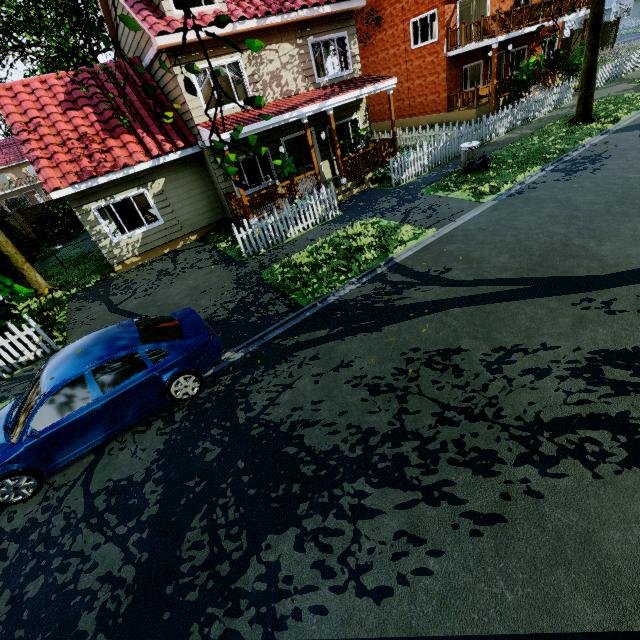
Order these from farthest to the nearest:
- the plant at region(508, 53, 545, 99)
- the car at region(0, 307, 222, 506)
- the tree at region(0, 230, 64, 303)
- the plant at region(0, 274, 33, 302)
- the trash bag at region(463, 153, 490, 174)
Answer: the plant at region(508, 53, 545, 99) → the trash bag at region(463, 153, 490, 174) → the tree at region(0, 230, 64, 303) → the plant at region(0, 274, 33, 302) → the car at region(0, 307, 222, 506)

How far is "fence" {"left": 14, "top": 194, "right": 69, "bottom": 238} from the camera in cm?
2209

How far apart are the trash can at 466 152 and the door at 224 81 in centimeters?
1081cm

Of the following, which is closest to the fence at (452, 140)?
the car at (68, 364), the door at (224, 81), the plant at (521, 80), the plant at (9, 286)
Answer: the plant at (9, 286)

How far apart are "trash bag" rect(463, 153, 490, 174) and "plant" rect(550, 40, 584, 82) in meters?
15.3 m

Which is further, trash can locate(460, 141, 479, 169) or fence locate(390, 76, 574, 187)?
Answer: fence locate(390, 76, 574, 187)

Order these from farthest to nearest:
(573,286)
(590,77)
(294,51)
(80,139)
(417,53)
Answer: (417,53) < (590,77) < (294,51) < (80,139) < (573,286)

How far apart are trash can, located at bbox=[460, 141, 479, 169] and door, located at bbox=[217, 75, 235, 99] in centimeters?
1081cm
